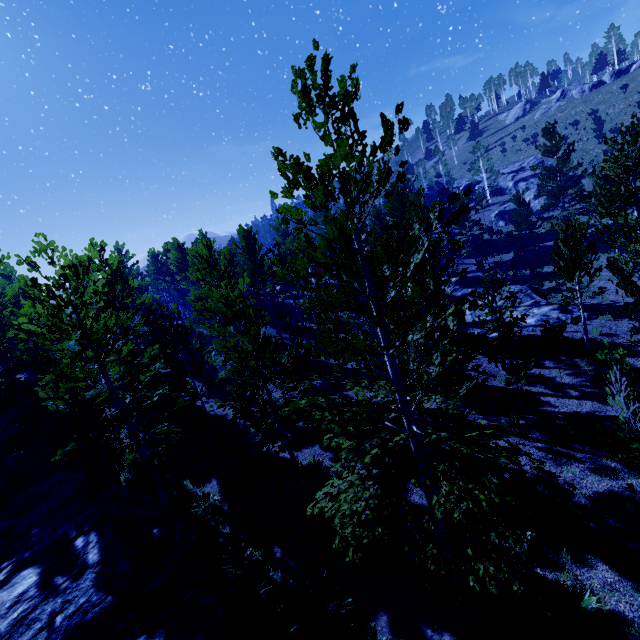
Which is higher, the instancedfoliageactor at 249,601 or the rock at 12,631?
the rock at 12,631

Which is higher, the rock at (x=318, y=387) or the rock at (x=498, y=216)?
the rock at (x=498, y=216)

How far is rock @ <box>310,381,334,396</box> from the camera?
18.2m

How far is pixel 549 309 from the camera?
19.89m

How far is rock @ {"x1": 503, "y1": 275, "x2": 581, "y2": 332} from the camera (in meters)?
18.66

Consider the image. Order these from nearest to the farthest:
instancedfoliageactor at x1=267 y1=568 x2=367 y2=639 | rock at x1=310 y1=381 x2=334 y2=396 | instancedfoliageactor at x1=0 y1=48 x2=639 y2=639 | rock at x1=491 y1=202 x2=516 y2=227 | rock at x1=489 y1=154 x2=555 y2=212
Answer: instancedfoliageactor at x1=0 y1=48 x2=639 y2=639
instancedfoliageactor at x1=267 y1=568 x2=367 y2=639
rock at x1=310 y1=381 x2=334 y2=396
rock at x1=489 y1=154 x2=555 y2=212
rock at x1=491 y1=202 x2=516 y2=227

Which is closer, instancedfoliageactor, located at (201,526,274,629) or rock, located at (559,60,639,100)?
instancedfoliageactor, located at (201,526,274,629)

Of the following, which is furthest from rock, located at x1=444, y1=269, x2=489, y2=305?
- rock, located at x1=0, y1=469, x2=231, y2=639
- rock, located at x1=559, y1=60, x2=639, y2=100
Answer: rock, located at x1=559, y1=60, x2=639, y2=100
